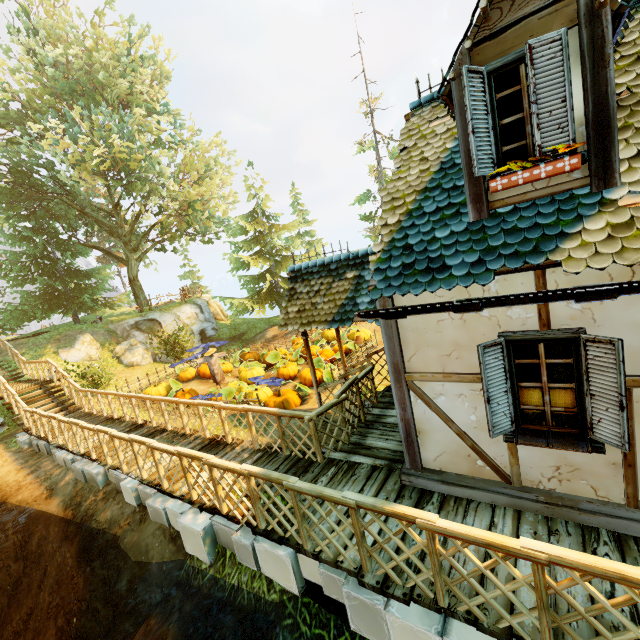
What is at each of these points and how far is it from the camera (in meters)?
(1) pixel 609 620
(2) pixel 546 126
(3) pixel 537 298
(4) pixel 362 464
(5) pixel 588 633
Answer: (1) wooden platform, 2.78
(2) window shutters, 3.40
(3) gutter, 3.12
(4) wooden platform, 5.62
(5) wooden platform, 2.73

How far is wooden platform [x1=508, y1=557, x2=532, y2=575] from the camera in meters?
3.3 m

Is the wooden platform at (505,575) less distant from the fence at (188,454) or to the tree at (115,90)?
the fence at (188,454)

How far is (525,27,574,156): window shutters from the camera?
3.2m

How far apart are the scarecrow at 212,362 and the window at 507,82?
12.1m

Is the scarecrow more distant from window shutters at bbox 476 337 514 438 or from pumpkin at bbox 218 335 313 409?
window shutters at bbox 476 337 514 438

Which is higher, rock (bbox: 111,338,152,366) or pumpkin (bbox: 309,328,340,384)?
rock (bbox: 111,338,152,366)

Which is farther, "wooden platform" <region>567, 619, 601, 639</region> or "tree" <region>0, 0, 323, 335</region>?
"tree" <region>0, 0, 323, 335</region>
